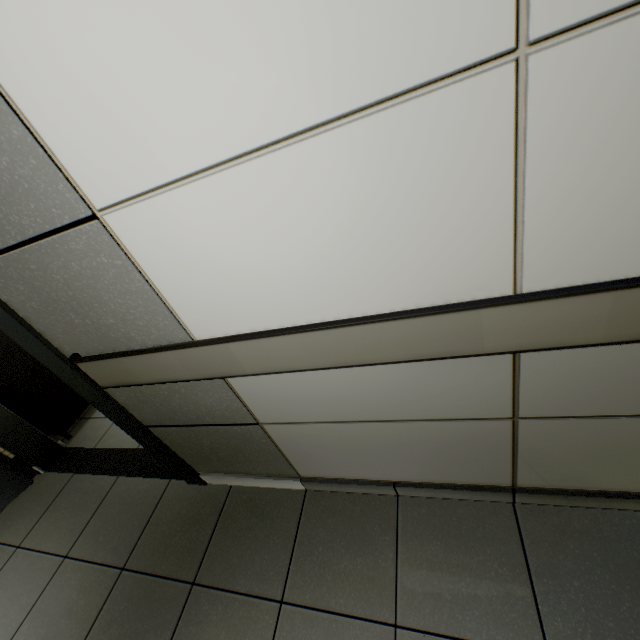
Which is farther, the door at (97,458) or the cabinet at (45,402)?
the cabinet at (45,402)

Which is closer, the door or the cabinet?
the door

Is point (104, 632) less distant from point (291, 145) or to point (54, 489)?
point (54, 489)
